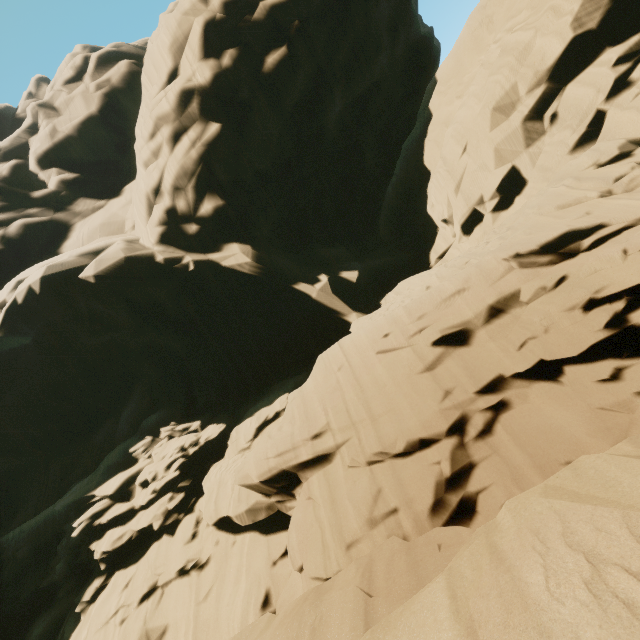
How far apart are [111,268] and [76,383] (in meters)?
8.36
